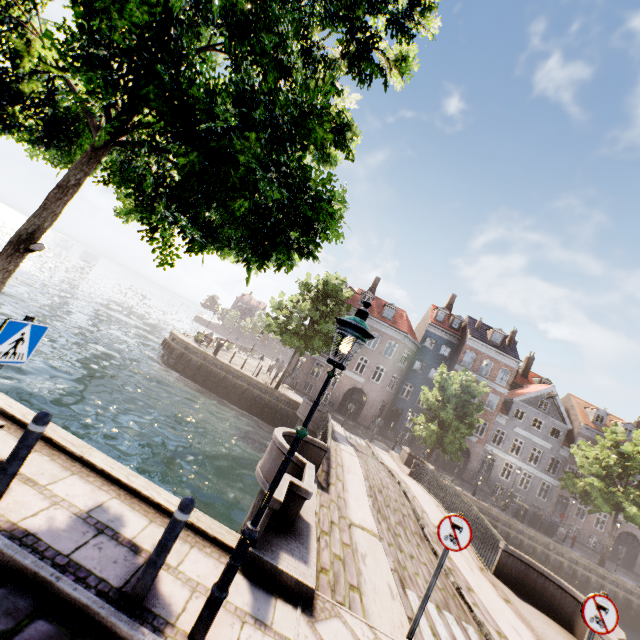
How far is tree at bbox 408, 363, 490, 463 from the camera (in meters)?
23.39

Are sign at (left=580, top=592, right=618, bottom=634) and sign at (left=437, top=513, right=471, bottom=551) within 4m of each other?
yes

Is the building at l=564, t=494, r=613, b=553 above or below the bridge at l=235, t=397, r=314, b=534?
above

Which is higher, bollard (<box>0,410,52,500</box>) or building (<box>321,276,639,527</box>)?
building (<box>321,276,639,527</box>)

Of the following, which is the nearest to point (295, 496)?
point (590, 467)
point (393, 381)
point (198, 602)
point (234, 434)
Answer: point (198, 602)

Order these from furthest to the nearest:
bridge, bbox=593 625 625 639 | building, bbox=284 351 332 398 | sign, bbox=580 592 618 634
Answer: building, bbox=284 351 332 398 < bridge, bbox=593 625 625 639 < sign, bbox=580 592 618 634

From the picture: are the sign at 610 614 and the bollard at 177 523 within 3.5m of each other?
no

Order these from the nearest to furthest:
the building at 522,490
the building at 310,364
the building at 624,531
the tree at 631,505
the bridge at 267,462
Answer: the bridge at 267,462, the tree at 631,505, the building at 624,531, the building at 522,490, the building at 310,364
